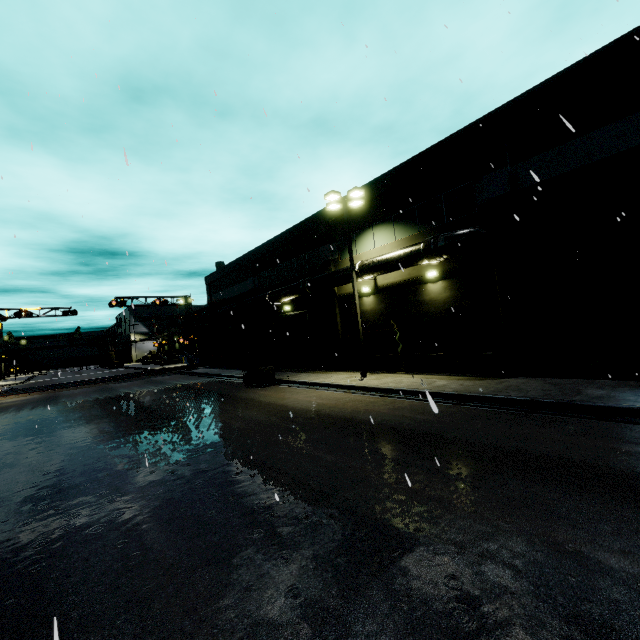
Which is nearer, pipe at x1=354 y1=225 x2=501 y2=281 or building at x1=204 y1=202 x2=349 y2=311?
pipe at x1=354 y1=225 x2=501 y2=281

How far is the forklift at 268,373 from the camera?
19.4m

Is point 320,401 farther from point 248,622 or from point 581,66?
point 581,66

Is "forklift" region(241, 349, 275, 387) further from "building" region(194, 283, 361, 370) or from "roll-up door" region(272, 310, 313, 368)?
"building" region(194, 283, 361, 370)

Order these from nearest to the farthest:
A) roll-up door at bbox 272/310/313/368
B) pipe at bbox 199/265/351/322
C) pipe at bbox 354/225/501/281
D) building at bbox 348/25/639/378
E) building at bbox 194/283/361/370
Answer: building at bbox 348/25/639/378 → pipe at bbox 354/225/501/281 → pipe at bbox 199/265/351/322 → building at bbox 194/283/361/370 → roll-up door at bbox 272/310/313/368

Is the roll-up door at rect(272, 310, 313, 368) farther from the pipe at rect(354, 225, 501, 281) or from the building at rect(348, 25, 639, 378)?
the pipe at rect(354, 225, 501, 281)

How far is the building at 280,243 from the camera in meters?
21.2
